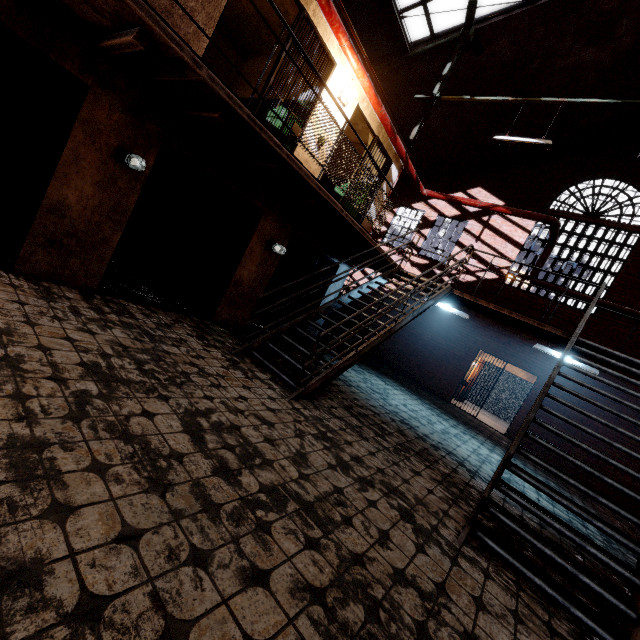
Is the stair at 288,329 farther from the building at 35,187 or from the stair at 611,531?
the building at 35,187

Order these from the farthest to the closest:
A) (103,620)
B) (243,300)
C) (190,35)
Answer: (243,300), (190,35), (103,620)

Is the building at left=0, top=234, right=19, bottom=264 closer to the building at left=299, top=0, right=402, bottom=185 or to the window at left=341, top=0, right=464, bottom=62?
the building at left=299, top=0, right=402, bottom=185

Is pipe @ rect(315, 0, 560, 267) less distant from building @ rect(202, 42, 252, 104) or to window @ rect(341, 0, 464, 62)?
building @ rect(202, 42, 252, 104)

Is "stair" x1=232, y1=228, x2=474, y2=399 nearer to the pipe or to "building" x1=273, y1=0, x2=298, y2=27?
"building" x1=273, y1=0, x2=298, y2=27

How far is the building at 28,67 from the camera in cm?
561

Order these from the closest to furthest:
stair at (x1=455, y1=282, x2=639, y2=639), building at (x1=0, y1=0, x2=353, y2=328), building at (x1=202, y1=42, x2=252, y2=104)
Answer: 1. stair at (x1=455, y1=282, x2=639, y2=639)
2. building at (x1=0, y1=0, x2=353, y2=328)
3. building at (x1=202, y1=42, x2=252, y2=104)

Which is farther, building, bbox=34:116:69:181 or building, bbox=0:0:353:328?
building, bbox=34:116:69:181
